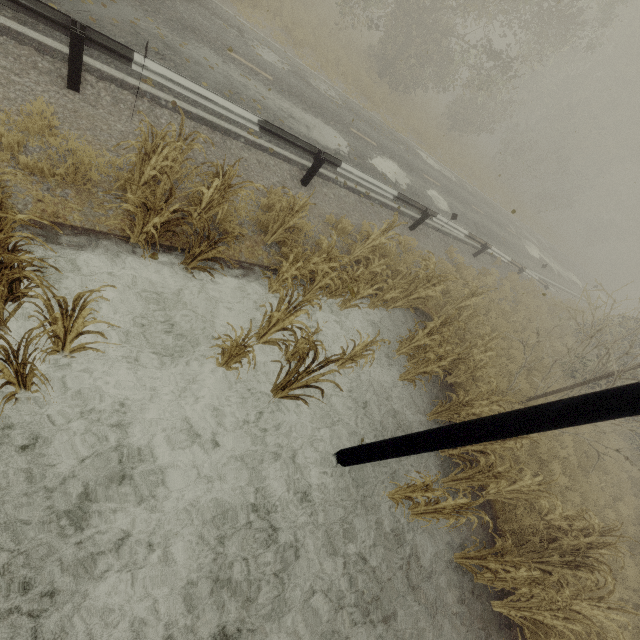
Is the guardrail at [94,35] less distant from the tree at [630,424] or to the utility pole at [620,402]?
the tree at [630,424]

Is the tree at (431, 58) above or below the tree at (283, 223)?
above

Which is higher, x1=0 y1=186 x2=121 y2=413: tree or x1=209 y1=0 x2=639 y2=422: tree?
x1=209 y1=0 x2=639 y2=422: tree

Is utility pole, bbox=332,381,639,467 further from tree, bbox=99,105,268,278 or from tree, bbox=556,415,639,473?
tree, bbox=99,105,268,278

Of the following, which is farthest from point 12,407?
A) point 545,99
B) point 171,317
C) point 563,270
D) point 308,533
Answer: point 545,99

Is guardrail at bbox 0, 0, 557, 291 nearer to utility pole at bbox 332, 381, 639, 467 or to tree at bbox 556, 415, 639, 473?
tree at bbox 556, 415, 639, 473

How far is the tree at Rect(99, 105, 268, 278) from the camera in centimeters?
411cm
